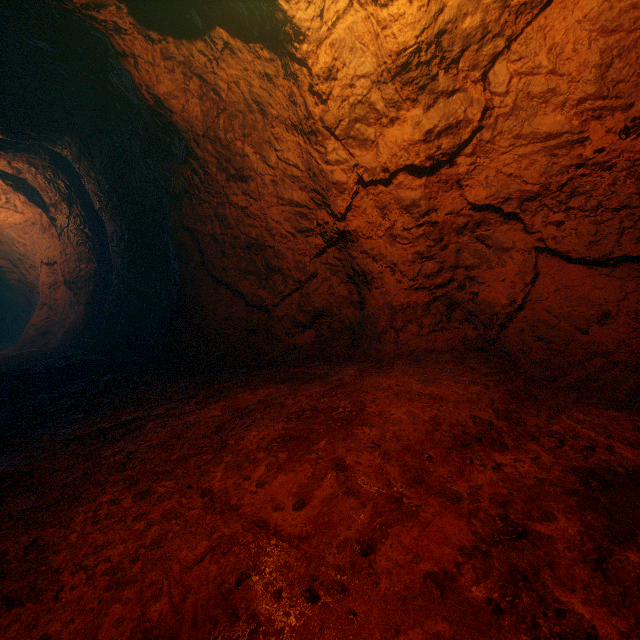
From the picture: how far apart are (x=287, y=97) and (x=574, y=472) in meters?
4.5 m
